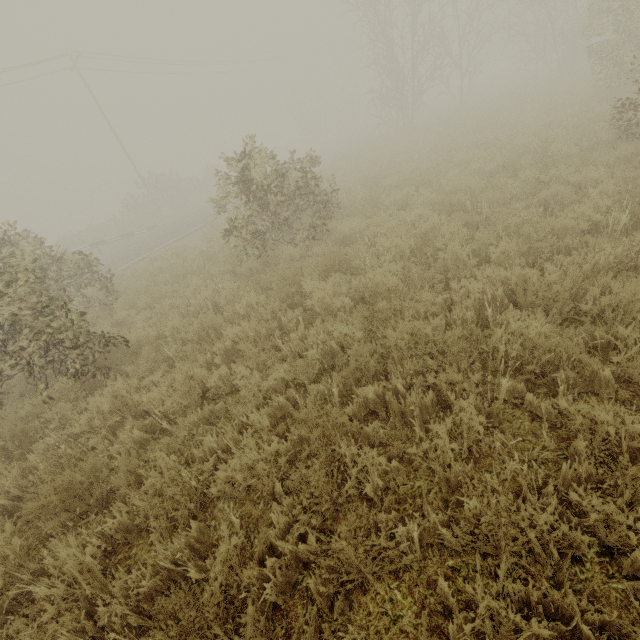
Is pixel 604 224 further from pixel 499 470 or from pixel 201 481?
pixel 201 481
